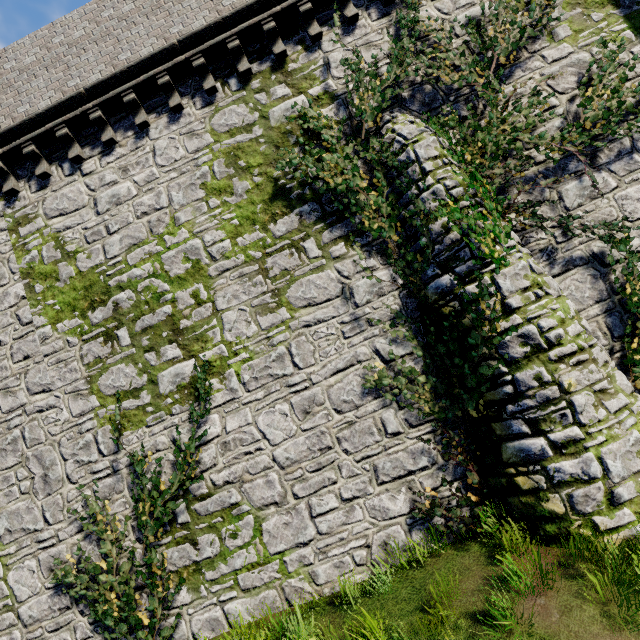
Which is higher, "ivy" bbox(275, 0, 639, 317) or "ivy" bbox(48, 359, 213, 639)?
"ivy" bbox(275, 0, 639, 317)

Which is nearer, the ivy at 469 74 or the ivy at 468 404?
the ivy at 468 404

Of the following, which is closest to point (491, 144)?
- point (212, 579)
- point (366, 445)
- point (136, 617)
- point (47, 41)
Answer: point (366, 445)

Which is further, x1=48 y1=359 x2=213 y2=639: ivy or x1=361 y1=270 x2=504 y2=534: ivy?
x1=48 y1=359 x2=213 y2=639: ivy

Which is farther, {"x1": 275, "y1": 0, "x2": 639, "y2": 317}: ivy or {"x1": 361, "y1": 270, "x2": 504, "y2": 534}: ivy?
{"x1": 275, "y1": 0, "x2": 639, "y2": 317}: ivy

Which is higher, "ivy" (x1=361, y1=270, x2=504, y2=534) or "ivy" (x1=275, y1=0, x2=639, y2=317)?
"ivy" (x1=275, y1=0, x2=639, y2=317)

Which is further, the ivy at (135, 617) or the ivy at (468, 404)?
the ivy at (135, 617)

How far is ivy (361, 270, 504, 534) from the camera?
5.93m
